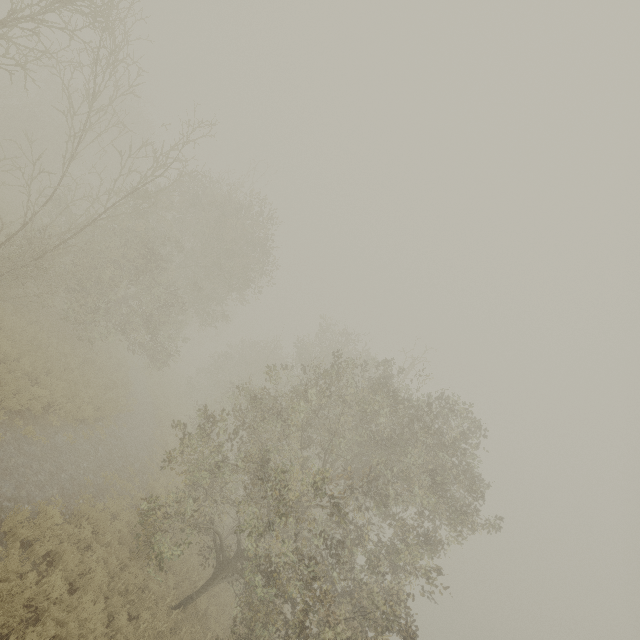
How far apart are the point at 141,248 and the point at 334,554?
16.0 meters

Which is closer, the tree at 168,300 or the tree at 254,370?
Answer: the tree at 254,370

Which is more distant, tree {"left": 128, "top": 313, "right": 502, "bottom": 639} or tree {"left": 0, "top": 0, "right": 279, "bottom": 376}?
tree {"left": 0, "top": 0, "right": 279, "bottom": 376}
